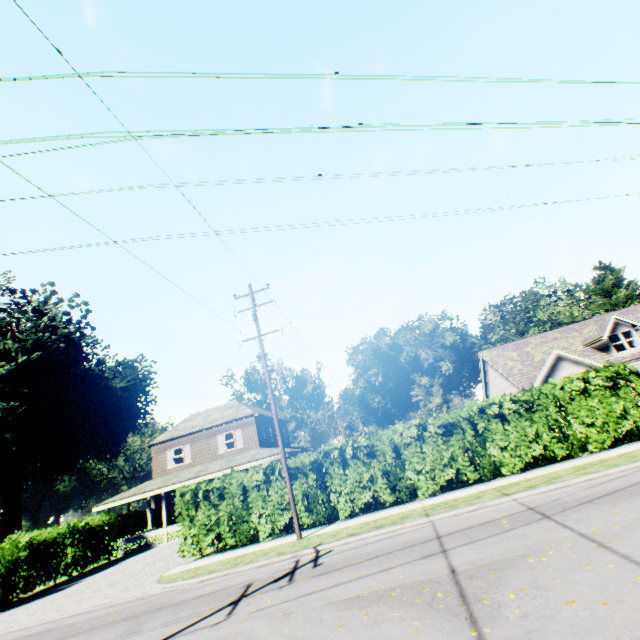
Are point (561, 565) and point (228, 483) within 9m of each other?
no

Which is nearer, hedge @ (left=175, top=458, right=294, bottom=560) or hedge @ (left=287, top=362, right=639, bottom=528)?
hedge @ (left=287, top=362, right=639, bottom=528)

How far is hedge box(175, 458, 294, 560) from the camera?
14.51m

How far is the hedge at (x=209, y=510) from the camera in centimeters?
1451cm

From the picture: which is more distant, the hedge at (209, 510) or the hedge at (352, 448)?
the hedge at (209, 510)
